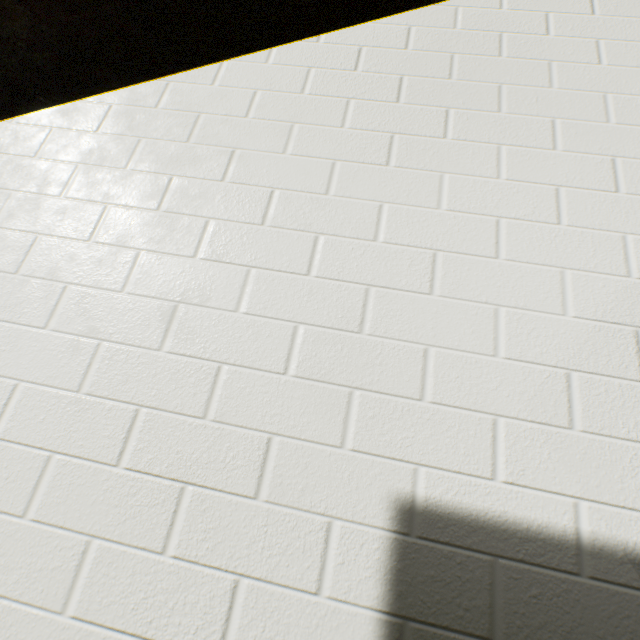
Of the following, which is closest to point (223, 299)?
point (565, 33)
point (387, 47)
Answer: point (387, 47)
